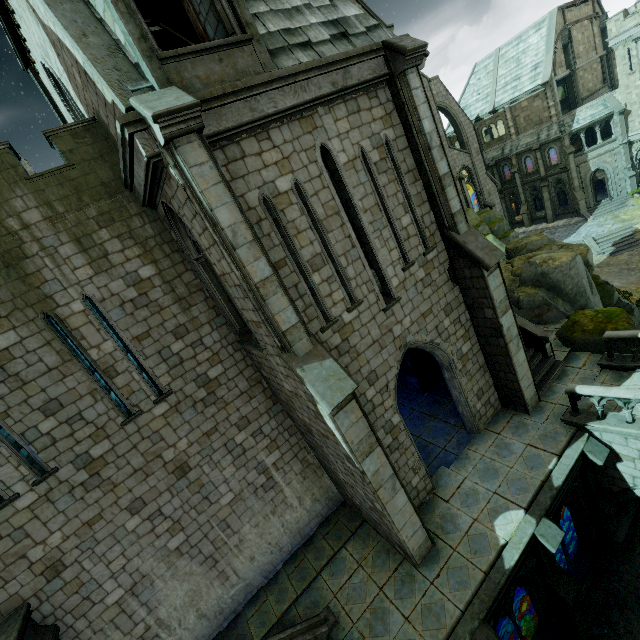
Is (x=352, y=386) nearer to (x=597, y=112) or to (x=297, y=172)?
(x=297, y=172)

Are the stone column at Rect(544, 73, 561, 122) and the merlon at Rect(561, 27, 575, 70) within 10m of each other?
yes

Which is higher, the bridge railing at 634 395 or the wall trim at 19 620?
the wall trim at 19 620

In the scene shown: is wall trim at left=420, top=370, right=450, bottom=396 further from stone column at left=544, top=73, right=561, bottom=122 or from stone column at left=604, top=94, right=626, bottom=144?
stone column at left=604, top=94, right=626, bottom=144

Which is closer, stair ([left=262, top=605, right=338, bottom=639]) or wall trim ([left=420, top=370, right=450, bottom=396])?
stair ([left=262, top=605, right=338, bottom=639])

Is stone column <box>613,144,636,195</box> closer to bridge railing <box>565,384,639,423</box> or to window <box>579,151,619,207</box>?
window <box>579,151,619,207</box>

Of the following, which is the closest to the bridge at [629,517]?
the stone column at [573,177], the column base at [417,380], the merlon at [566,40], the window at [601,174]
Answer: the column base at [417,380]

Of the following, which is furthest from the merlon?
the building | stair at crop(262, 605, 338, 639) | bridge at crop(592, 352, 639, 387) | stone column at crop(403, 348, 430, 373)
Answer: stair at crop(262, 605, 338, 639)
